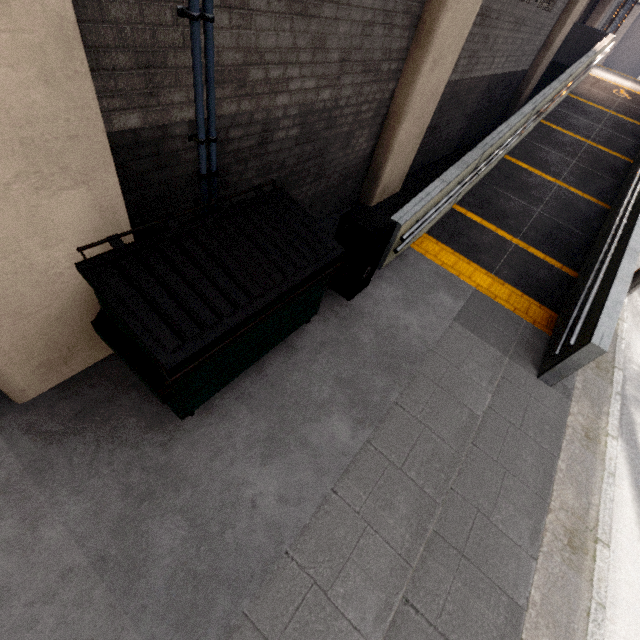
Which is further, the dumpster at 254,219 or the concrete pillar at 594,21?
the concrete pillar at 594,21

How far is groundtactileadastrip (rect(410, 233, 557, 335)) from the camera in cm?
549

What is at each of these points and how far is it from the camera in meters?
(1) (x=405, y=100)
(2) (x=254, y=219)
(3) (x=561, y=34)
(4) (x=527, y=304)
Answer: (1) concrete pillar, 5.2 m
(2) dumpster, 3.1 m
(3) concrete pillar, 10.4 m
(4) groundtactileadastrip, 5.7 m

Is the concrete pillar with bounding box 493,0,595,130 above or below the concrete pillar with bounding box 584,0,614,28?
below

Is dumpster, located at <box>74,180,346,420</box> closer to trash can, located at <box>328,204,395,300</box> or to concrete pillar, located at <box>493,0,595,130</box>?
trash can, located at <box>328,204,395,300</box>

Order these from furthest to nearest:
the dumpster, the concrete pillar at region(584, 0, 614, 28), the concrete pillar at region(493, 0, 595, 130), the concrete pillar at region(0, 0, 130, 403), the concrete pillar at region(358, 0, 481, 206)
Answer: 1. the concrete pillar at region(584, 0, 614, 28)
2. the concrete pillar at region(493, 0, 595, 130)
3. the concrete pillar at region(358, 0, 481, 206)
4. the dumpster
5. the concrete pillar at region(0, 0, 130, 403)

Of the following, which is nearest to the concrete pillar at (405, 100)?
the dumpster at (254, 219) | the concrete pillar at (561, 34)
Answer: the dumpster at (254, 219)

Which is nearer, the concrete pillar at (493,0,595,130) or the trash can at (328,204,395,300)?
the trash can at (328,204,395,300)
